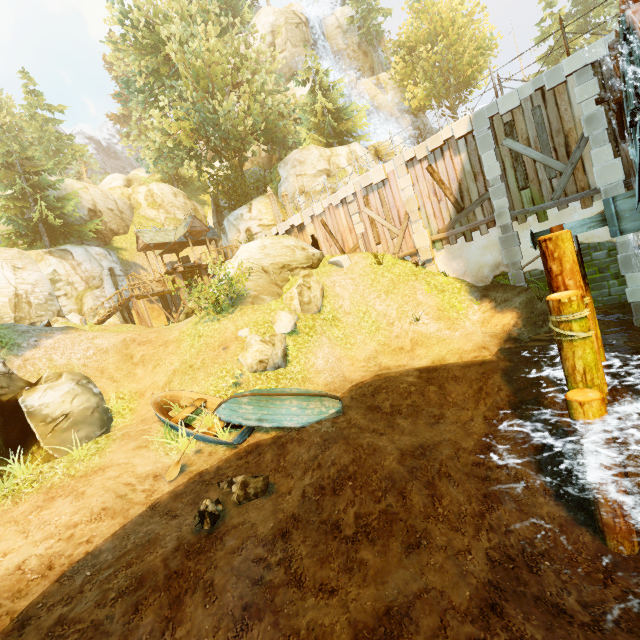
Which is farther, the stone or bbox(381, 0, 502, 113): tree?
bbox(381, 0, 502, 113): tree

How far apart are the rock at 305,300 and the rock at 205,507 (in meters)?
7.06

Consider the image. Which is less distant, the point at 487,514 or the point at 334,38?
the point at 487,514

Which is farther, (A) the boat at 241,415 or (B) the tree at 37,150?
(B) the tree at 37,150

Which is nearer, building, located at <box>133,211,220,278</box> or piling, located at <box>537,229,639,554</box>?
piling, located at <box>537,229,639,554</box>

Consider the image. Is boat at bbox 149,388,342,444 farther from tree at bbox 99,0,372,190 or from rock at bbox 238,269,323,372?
tree at bbox 99,0,372,190

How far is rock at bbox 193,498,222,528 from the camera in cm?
660

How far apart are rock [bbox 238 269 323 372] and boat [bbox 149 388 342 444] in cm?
338
